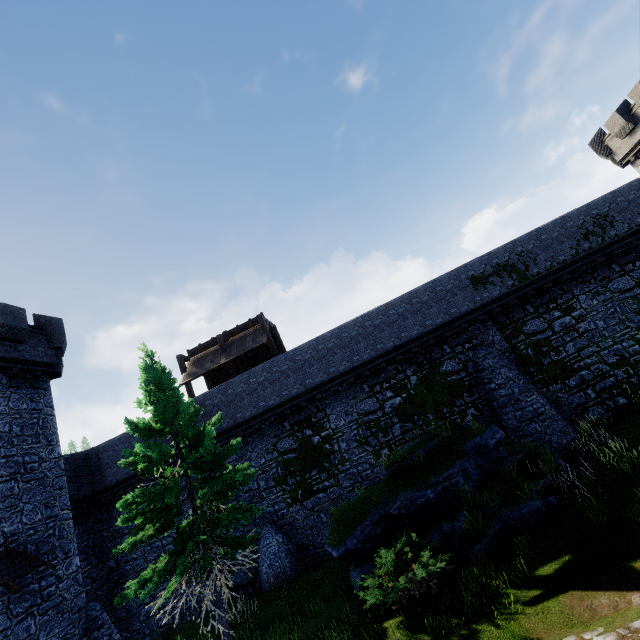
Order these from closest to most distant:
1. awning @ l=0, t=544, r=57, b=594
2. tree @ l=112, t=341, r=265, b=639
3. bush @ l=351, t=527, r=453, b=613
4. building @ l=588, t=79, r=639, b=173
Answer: bush @ l=351, t=527, r=453, b=613 < tree @ l=112, t=341, r=265, b=639 < awning @ l=0, t=544, r=57, b=594 < building @ l=588, t=79, r=639, b=173

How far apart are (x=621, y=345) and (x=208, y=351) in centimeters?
2372cm

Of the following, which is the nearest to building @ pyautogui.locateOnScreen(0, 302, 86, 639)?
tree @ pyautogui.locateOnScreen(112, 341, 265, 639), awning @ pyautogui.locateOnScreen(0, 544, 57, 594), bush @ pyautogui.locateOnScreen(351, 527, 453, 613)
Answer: awning @ pyautogui.locateOnScreen(0, 544, 57, 594)

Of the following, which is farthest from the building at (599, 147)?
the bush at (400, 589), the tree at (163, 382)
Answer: the tree at (163, 382)

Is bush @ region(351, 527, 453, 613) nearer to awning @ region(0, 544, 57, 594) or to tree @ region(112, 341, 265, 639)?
tree @ region(112, 341, 265, 639)

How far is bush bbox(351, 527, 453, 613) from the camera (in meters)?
8.24

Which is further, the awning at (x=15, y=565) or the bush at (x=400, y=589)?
the awning at (x=15, y=565)

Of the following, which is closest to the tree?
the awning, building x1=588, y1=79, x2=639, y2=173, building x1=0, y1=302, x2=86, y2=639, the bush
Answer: the bush
